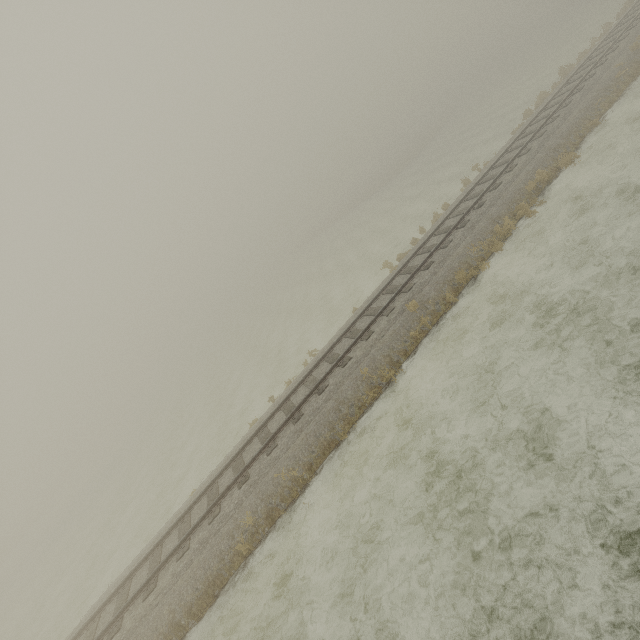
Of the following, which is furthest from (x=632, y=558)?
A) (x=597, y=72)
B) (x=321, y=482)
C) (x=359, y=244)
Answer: (x=359, y=244)
